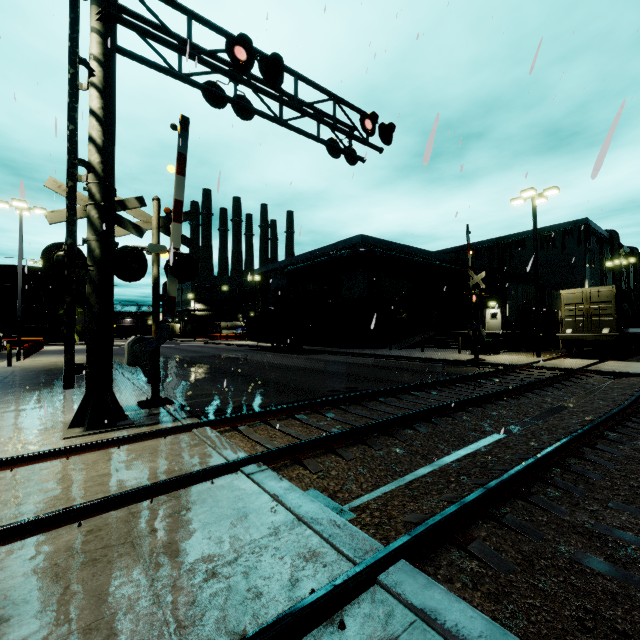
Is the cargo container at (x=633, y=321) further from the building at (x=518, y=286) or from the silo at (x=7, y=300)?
the silo at (x=7, y=300)

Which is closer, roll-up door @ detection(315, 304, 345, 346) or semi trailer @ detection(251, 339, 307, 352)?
semi trailer @ detection(251, 339, 307, 352)

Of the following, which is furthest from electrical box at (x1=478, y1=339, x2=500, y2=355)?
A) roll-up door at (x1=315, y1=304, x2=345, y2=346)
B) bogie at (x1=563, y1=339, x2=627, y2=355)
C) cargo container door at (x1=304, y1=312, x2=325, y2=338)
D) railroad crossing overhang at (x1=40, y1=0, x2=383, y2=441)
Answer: railroad crossing overhang at (x1=40, y1=0, x2=383, y2=441)

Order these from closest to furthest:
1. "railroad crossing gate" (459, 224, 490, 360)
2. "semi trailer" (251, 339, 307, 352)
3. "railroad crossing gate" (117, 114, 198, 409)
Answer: "railroad crossing gate" (117, 114, 198, 409)
"railroad crossing gate" (459, 224, 490, 360)
"semi trailer" (251, 339, 307, 352)

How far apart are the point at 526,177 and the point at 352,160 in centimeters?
906cm

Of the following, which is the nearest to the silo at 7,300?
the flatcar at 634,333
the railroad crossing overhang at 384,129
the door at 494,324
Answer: the door at 494,324

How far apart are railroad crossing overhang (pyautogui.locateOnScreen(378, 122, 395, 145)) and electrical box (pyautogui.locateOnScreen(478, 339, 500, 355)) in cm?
1561

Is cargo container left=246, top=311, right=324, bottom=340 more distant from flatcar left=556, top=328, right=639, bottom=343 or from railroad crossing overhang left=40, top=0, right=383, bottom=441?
railroad crossing overhang left=40, top=0, right=383, bottom=441
